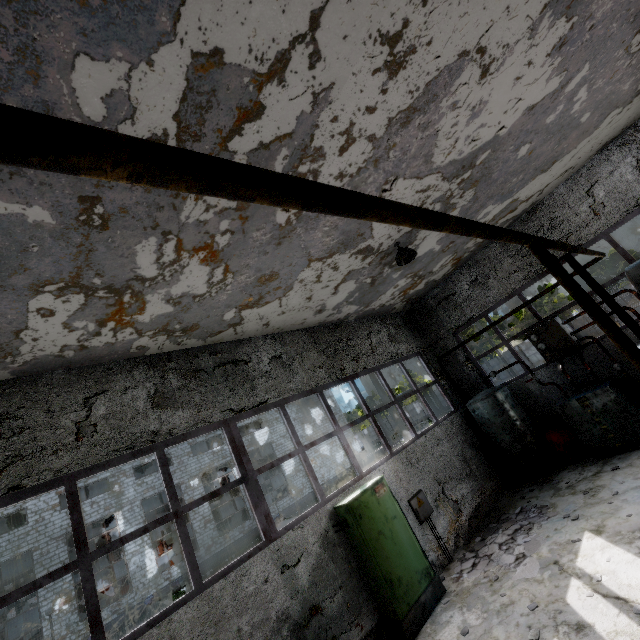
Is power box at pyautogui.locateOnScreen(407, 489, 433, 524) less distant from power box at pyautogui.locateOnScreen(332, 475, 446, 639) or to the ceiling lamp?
power box at pyautogui.locateOnScreen(332, 475, 446, 639)

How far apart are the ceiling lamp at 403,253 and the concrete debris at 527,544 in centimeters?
651cm

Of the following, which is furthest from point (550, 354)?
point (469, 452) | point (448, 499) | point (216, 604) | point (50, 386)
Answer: point (50, 386)

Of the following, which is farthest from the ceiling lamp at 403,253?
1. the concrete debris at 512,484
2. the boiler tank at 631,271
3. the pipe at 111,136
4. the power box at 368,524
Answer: the pipe at 111,136

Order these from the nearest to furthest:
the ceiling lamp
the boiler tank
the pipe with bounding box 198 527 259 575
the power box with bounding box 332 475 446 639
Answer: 1. the boiler tank
2. the power box with bounding box 332 475 446 639
3. the ceiling lamp
4. the pipe with bounding box 198 527 259 575

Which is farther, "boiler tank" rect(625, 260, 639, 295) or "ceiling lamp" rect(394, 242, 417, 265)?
"ceiling lamp" rect(394, 242, 417, 265)

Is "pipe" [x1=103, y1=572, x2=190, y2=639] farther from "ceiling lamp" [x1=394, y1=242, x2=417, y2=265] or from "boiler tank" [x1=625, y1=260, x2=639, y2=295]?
"ceiling lamp" [x1=394, y1=242, x2=417, y2=265]

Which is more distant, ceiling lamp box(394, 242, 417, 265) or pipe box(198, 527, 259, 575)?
pipe box(198, 527, 259, 575)
